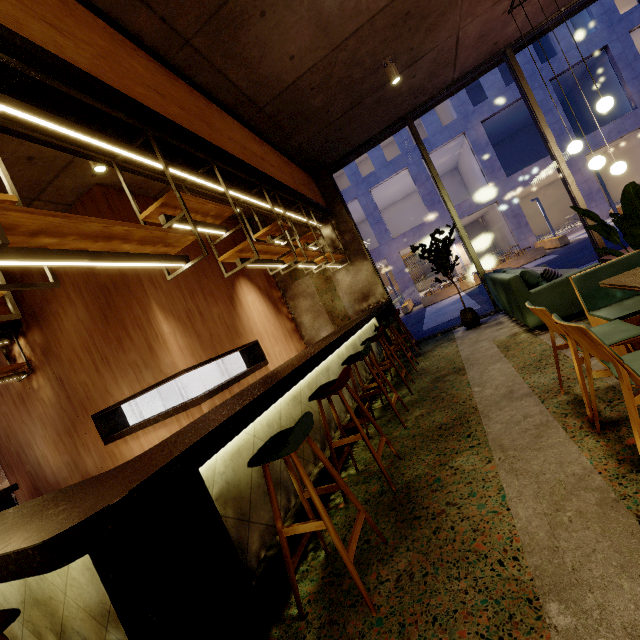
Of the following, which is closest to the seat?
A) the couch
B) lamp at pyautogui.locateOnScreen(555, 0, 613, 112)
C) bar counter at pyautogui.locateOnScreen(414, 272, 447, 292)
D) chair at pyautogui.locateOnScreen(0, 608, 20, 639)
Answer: the couch

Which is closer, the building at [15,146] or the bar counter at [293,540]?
the bar counter at [293,540]

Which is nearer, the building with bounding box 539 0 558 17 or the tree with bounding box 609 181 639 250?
the tree with bounding box 609 181 639 250

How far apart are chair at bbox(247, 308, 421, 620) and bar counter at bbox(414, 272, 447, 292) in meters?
27.7

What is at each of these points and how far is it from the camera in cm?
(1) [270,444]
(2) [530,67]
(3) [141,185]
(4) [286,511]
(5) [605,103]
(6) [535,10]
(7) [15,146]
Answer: (1) chair, 192
(2) building, 1933
(3) building, 509
(4) bar counter, 244
(5) lamp, 453
(6) building, 538
(7) building, 351

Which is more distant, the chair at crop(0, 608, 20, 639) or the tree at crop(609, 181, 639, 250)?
the tree at crop(609, 181, 639, 250)

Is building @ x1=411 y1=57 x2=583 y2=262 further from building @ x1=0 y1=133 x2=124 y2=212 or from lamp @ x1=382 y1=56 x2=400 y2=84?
lamp @ x1=382 y1=56 x2=400 y2=84

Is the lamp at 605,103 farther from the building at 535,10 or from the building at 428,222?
the building at 428,222
